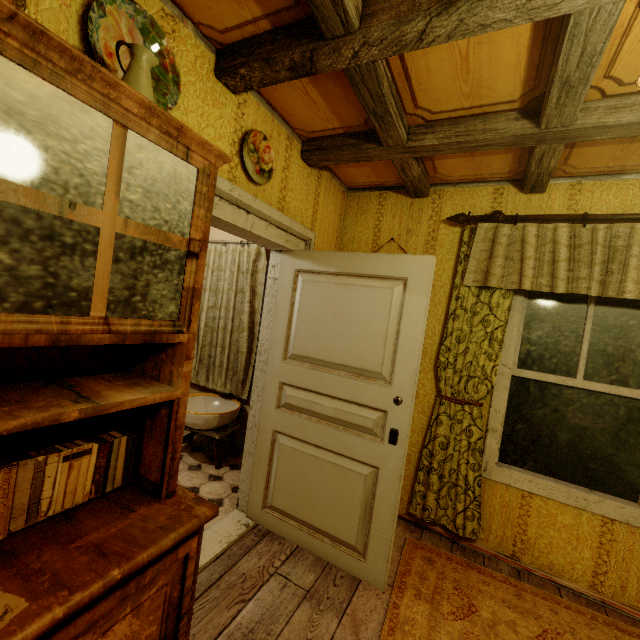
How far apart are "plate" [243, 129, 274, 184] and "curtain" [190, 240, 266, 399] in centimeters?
142cm

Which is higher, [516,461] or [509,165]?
[509,165]

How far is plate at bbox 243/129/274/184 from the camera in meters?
1.9

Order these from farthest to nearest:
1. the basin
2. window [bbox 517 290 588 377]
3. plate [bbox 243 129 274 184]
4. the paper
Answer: the basin
window [bbox 517 290 588 377]
plate [bbox 243 129 274 184]
the paper

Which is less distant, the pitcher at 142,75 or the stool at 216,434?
the pitcher at 142,75

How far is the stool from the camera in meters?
3.2

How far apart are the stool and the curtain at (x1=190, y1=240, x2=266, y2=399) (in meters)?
0.32

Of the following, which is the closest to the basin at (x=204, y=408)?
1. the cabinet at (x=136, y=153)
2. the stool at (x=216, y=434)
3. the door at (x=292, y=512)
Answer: the stool at (x=216, y=434)
